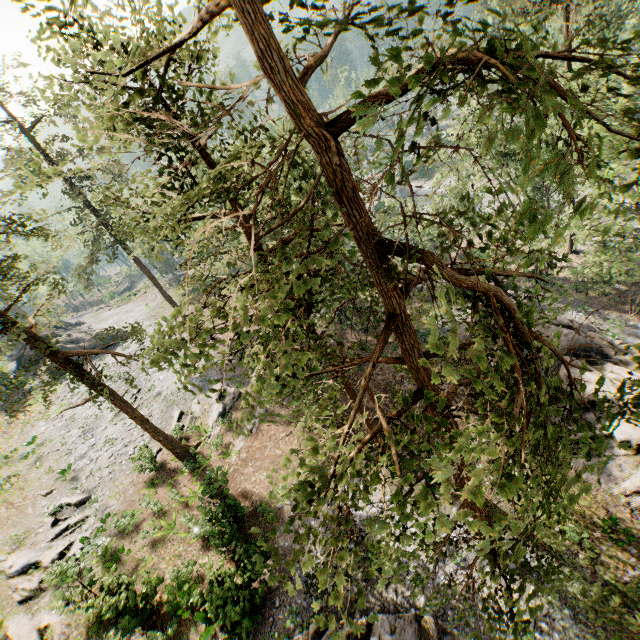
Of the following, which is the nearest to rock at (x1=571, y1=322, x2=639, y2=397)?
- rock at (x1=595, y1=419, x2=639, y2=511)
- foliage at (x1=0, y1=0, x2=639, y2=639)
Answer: foliage at (x1=0, y1=0, x2=639, y2=639)

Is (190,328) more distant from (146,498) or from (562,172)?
(146,498)

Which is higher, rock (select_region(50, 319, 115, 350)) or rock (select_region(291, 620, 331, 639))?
rock (select_region(50, 319, 115, 350))

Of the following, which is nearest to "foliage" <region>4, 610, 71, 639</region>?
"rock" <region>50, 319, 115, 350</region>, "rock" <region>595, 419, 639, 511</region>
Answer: "rock" <region>50, 319, 115, 350</region>

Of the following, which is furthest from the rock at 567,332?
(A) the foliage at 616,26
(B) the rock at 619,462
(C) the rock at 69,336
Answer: (C) the rock at 69,336

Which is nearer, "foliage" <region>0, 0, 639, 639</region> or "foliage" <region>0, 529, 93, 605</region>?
"foliage" <region>0, 0, 639, 639</region>

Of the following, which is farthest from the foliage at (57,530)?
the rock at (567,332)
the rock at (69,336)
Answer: the rock at (567,332)

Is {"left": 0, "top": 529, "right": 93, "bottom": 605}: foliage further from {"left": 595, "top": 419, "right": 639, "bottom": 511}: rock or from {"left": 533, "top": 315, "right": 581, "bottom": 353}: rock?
{"left": 595, "top": 419, "right": 639, "bottom": 511}: rock
